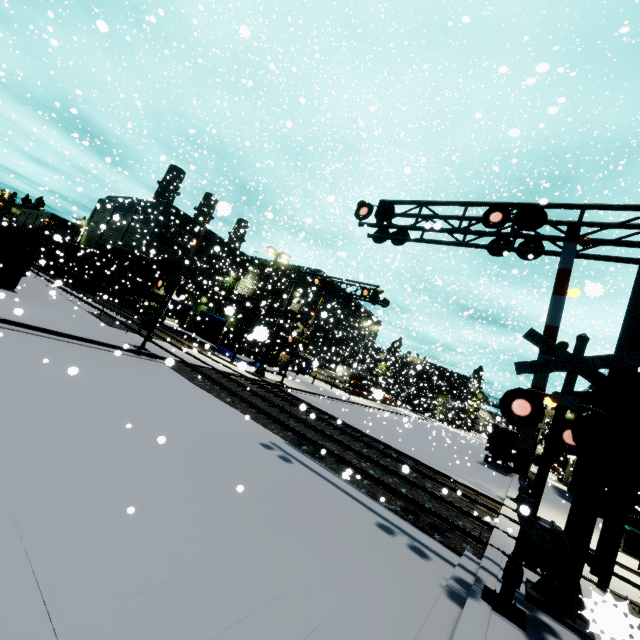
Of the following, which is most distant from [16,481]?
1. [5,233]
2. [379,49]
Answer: [379,49]

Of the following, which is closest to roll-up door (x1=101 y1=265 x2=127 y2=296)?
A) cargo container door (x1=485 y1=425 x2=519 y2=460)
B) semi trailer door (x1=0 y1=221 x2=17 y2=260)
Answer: semi trailer door (x1=0 y1=221 x2=17 y2=260)

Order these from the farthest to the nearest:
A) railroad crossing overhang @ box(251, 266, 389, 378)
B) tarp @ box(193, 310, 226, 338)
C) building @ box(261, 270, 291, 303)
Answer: building @ box(261, 270, 291, 303)
tarp @ box(193, 310, 226, 338)
railroad crossing overhang @ box(251, 266, 389, 378)

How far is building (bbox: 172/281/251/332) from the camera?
29.4 meters

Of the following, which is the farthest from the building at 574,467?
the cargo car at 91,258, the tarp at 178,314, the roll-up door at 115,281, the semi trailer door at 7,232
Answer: the semi trailer door at 7,232

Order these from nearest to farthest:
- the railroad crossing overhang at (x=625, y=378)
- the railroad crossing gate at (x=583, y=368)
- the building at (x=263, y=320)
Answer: the building at (x=263, y=320), the railroad crossing gate at (x=583, y=368), the railroad crossing overhang at (x=625, y=378)

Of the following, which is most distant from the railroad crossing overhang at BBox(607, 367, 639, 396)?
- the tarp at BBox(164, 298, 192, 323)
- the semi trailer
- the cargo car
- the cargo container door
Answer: the cargo container door

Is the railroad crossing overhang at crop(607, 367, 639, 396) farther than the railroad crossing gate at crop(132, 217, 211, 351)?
No
